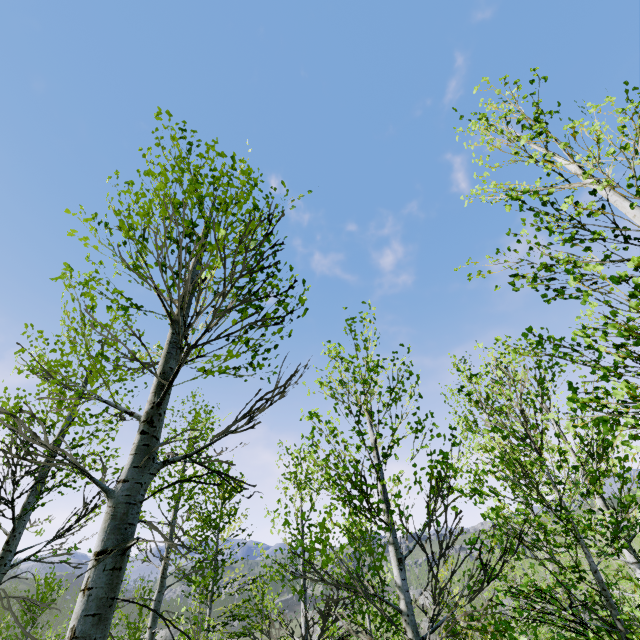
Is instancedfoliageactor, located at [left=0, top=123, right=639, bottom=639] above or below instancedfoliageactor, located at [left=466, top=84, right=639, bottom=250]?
below

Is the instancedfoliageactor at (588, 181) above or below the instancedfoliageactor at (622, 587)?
above

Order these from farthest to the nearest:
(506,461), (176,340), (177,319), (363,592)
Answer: (363,592)
(506,461)
(176,340)
(177,319)
